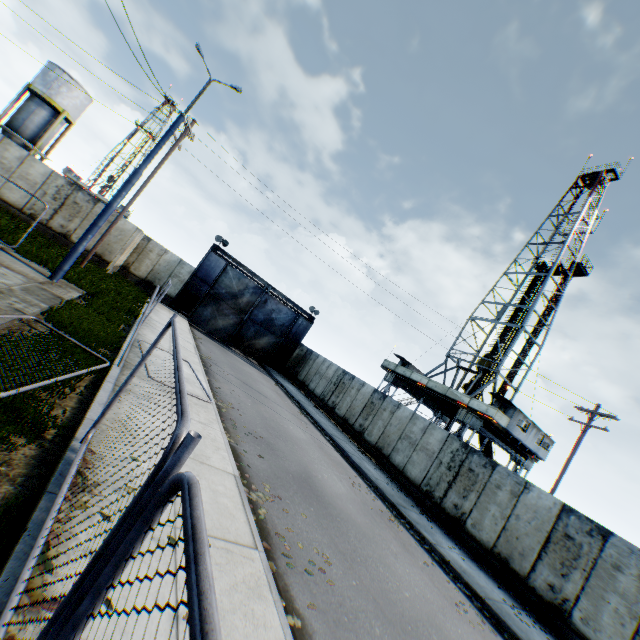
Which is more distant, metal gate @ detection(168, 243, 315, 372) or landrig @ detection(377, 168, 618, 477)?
metal gate @ detection(168, 243, 315, 372)

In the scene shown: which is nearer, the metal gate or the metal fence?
the metal fence

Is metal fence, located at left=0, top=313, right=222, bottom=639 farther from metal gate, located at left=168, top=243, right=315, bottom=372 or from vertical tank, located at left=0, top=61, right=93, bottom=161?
vertical tank, located at left=0, top=61, right=93, bottom=161

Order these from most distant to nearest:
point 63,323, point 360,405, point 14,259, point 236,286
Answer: point 236,286, point 360,405, point 14,259, point 63,323

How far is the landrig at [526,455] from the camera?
24.45m

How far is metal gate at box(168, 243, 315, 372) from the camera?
25.4 meters

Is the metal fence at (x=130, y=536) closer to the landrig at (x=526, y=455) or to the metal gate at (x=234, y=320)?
the metal gate at (x=234, y=320)

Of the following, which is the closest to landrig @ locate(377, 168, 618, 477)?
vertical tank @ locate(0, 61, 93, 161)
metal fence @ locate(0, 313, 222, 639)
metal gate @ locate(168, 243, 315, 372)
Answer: metal gate @ locate(168, 243, 315, 372)
